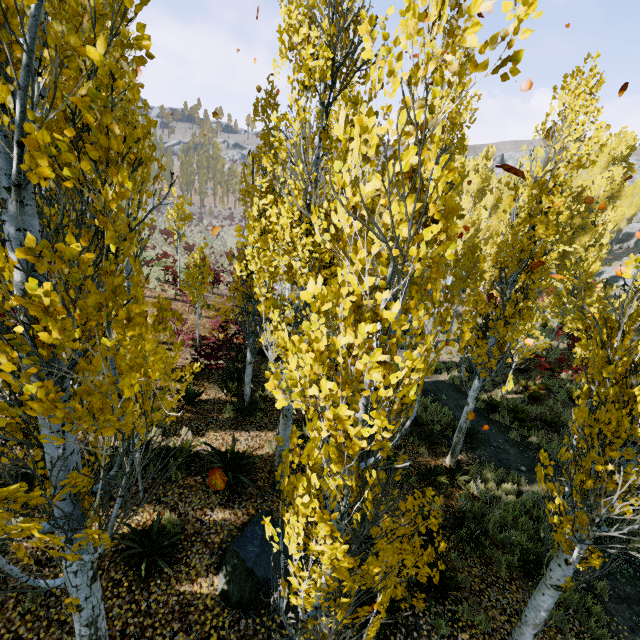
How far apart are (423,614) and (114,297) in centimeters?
757cm

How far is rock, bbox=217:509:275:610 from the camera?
5.24m

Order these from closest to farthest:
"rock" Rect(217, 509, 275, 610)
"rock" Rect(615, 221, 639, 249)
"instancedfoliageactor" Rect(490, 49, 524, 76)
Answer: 1. "instancedfoliageactor" Rect(490, 49, 524, 76)
2. "rock" Rect(217, 509, 275, 610)
3. "rock" Rect(615, 221, 639, 249)

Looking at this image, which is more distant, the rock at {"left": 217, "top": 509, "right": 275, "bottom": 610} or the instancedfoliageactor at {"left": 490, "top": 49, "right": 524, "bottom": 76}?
the rock at {"left": 217, "top": 509, "right": 275, "bottom": 610}

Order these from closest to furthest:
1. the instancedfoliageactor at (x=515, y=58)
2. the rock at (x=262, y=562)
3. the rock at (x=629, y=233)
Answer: the instancedfoliageactor at (x=515, y=58), the rock at (x=262, y=562), the rock at (x=629, y=233)

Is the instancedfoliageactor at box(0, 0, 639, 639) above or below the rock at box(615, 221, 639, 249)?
below

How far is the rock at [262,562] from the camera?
5.2m
